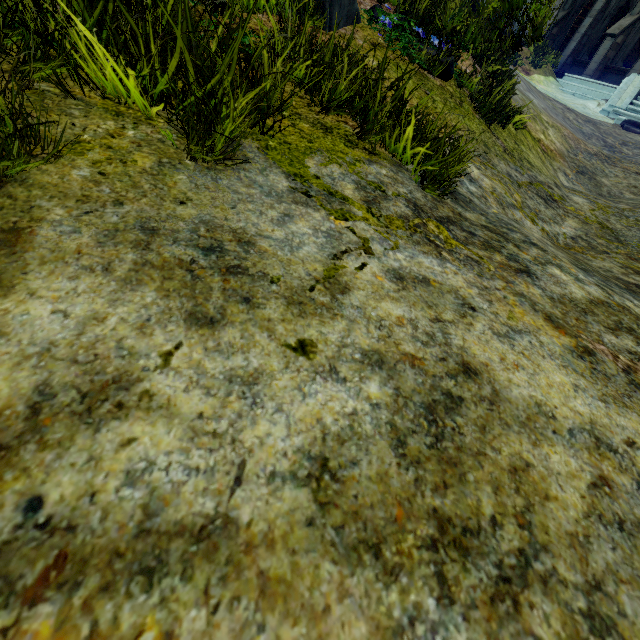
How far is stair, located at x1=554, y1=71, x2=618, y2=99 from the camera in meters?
11.3 m

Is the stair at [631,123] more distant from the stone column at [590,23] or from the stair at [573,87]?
the stone column at [590,23]

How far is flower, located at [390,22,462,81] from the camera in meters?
3.3

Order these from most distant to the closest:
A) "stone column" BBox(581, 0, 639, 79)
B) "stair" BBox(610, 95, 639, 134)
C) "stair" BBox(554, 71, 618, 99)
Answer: "stone column" BBox(581, 0, 639, 79), "stair" BBox(554, 71, 618, 99), "stair" BBox(610, 95, 639, 134)

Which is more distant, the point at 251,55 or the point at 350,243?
the point at 251,55

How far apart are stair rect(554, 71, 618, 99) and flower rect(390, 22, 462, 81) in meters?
11.7

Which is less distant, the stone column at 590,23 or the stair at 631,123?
the stair at 631,123

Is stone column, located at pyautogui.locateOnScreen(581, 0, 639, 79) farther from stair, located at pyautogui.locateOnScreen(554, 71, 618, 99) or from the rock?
the rock
